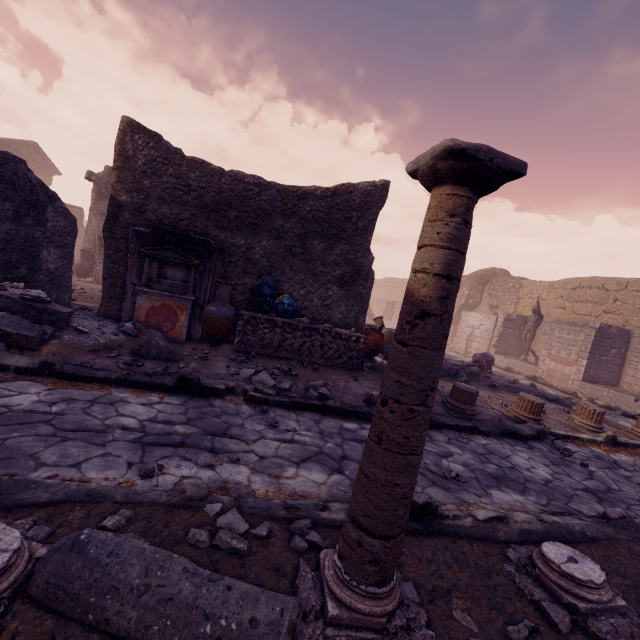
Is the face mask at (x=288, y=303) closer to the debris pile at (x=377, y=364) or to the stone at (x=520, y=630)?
the debris pile at (x=377, y=364)

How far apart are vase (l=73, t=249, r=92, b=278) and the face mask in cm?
1140

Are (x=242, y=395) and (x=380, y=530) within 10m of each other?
yes

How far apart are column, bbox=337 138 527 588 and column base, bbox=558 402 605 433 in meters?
6.7

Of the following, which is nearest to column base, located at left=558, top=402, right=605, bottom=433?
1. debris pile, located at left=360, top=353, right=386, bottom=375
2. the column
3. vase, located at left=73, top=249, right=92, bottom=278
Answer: debris pile, located at left=360, top=353, right=386, bottom=375

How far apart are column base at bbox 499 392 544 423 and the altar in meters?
6.4 m

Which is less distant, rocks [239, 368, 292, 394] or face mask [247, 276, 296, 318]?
rocks [239, 368, 292, 394]

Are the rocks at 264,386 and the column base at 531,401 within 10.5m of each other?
yes
